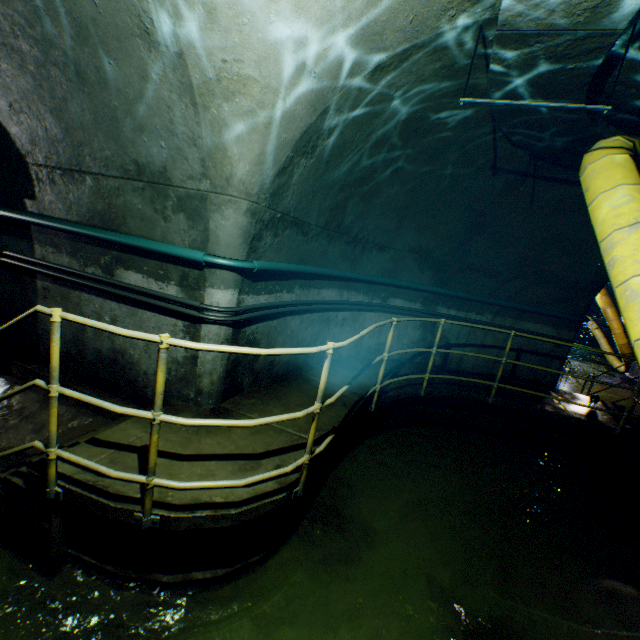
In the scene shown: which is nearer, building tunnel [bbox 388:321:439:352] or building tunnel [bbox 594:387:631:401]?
building tunnel [bbox 388:321:439:352]

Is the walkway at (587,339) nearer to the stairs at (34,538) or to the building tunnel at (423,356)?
the building tunnel at (423,356)

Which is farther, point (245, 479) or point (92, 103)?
point (92, 103)

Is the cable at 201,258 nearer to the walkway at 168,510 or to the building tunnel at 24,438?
the building tunnel at 24,438

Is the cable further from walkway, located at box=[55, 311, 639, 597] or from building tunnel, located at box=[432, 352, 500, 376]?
walkway, located at box=[55, 311, 639, 597]

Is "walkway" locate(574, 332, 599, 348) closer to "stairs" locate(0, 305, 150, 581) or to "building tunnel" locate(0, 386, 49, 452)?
"building tunnel" locate(0, 386, 49, 452)

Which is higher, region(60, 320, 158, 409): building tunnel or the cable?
the cable

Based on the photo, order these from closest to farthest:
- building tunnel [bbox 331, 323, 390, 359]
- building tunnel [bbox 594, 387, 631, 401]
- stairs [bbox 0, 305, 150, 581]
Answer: stairs [bbox 0, 305, 150, 581] < building tunnel [bbox 331, 323, 390, 359] < building tunnel [bbox 594, 387, 631, 401]
